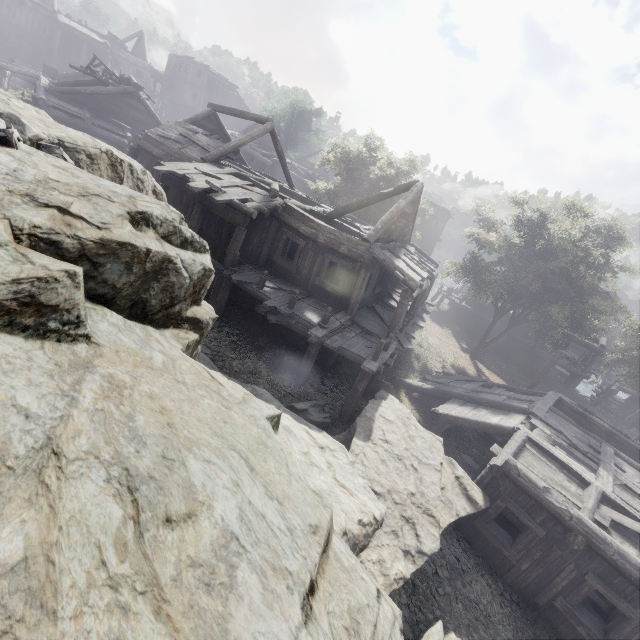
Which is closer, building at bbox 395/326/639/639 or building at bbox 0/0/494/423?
building at bbox 395/326/639/639

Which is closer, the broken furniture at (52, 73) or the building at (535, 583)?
the building at (535, 583)

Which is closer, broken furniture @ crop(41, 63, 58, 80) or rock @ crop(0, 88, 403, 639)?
rock @ crop(0, 88, 403, 639)

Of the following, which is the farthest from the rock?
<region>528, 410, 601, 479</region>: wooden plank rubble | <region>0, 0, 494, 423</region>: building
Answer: <region>528, 410, 601, 479</region>: wooden plank rubble

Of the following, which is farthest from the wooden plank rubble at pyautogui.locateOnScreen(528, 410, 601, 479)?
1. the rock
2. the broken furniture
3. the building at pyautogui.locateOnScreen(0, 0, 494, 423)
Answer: the broken furniture

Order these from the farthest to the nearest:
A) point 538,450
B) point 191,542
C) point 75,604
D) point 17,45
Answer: point 17,45, point 538,450, point 191,542, point 75,604

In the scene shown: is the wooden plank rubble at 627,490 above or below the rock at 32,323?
below

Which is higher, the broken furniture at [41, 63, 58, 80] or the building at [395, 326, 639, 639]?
the broken furniture at [41, 63, 58, 80]
